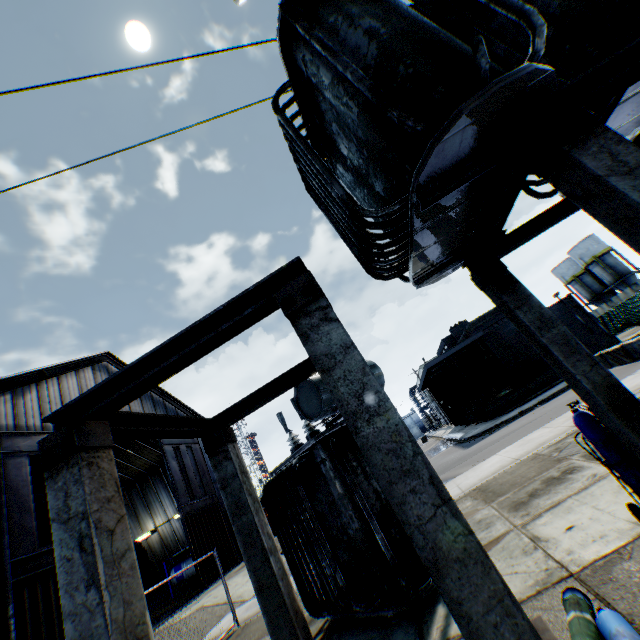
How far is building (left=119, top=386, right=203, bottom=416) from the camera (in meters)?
23.81

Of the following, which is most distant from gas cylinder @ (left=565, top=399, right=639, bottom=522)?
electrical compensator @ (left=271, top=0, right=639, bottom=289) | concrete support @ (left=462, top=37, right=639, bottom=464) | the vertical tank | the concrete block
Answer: the vertical tank

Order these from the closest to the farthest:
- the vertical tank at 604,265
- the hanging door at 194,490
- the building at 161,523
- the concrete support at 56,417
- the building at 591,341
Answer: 1. the concrete support at 56,417
2. the hanging door at 194,490
3. the building at 591,341
4. the building at 161,523
5. the vertical tank at 604,265

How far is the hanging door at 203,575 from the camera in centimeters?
1981cm

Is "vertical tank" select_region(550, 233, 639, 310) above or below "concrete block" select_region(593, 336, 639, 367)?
above

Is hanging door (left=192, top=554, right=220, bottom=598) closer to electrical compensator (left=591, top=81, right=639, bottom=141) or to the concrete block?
electrical compensator (left=591, top=81, right=639, bottom=141)

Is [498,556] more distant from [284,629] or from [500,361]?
[500,361]
